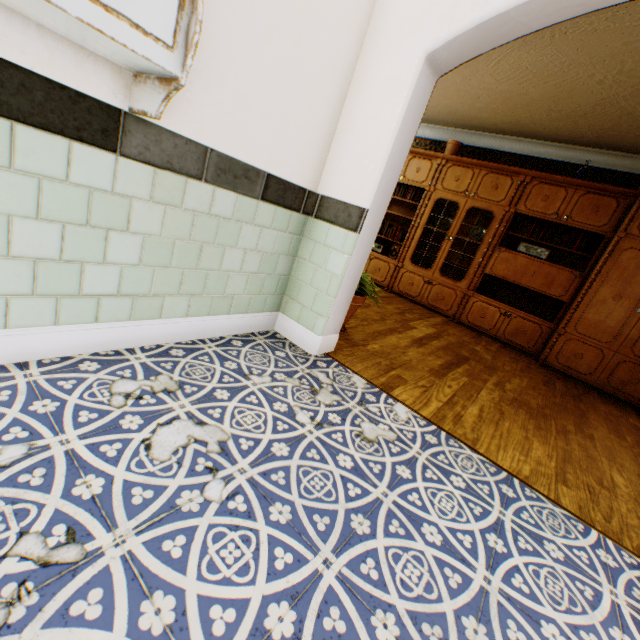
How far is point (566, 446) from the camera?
2.5 meters

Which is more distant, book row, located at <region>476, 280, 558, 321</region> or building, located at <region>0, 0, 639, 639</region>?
book row, located at <region>476, 280, 558, 321</region>

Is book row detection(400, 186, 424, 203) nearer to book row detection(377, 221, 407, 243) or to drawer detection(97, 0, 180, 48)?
book row detection(377, 221, 407, 243)

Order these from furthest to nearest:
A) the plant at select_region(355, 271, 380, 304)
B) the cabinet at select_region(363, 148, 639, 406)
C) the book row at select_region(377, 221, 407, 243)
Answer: the book row at select_region(377, 221, 407, 243)
the cabinet at select_region(363, 148, 639, 406)
the plant at select_region(355, 271, 380, 304)

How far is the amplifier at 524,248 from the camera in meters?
4.9

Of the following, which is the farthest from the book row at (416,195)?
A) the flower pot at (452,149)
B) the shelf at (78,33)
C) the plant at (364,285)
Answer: the shelf at (78,33)

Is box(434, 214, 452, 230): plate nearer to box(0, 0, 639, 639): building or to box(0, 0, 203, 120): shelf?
box(0, 0, 639, 639): building

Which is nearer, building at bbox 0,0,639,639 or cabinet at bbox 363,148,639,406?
building at bbox 0,0,639,639
